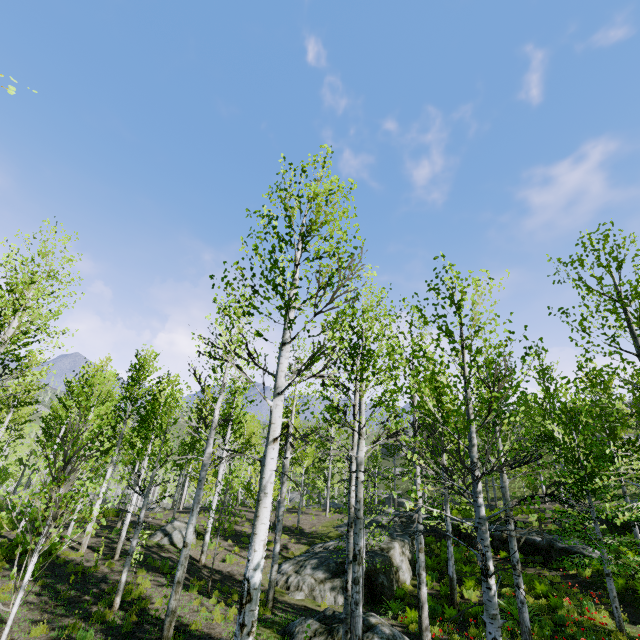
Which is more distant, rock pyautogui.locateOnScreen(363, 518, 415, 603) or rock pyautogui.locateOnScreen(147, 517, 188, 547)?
rock pyautogui.locateOnScreen(147, 517, 188, 547)

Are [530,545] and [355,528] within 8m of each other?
no

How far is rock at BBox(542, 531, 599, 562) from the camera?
15.4m

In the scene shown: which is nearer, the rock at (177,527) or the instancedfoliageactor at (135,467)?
the instancedfoliageactor at (135,467)

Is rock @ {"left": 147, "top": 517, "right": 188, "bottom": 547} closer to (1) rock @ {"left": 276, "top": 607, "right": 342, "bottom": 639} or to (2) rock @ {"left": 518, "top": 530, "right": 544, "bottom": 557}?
(2) rock @ {"left": 518, "top": 530, "right": 544, "bottom": 557}

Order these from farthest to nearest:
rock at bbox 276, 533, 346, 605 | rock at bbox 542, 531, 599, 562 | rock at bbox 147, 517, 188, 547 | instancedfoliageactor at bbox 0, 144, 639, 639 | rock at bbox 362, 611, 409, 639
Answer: rock at bbox 147, 517, 188, 547, rock at bbox 542, 531, 599, 562, rock at bbox 276, 533, 346, 605, rock at bbox 362, 611, 409, 639, instancedfoliageactor at bbox 0, 144, 639, 639

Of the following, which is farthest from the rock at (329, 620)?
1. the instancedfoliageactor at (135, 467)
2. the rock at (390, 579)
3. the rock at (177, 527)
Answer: the rock at (177, 527)
